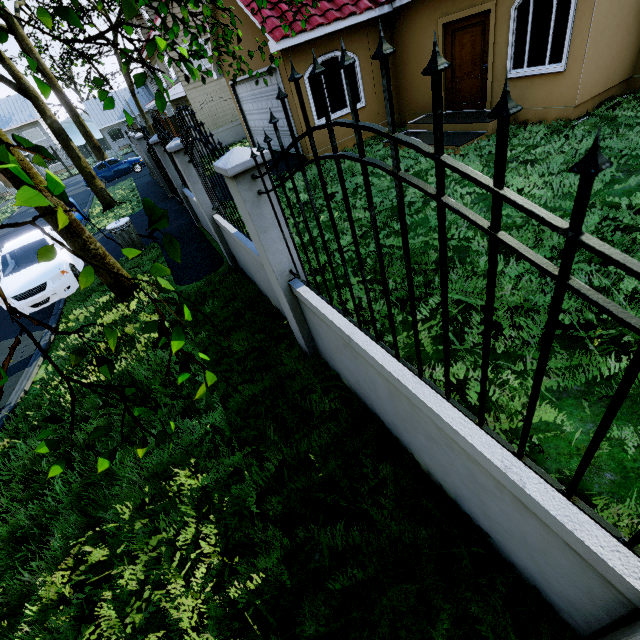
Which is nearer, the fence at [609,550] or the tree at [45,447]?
the fence at [609,550]

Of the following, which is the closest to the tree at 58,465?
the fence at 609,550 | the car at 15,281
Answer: the fence at 609,550

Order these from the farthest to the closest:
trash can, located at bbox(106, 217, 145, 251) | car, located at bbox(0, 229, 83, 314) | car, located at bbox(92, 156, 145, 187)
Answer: car, located at bbox(92, 156, 145, 187) → trash can, located at bbox(106, 217, 145, 251) → car, located at bbox(0, 229, 83, 314)

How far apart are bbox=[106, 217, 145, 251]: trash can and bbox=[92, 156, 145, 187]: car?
18.0m

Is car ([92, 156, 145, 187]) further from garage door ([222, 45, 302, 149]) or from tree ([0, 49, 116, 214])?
garage door ([222, 45, 302, 149])

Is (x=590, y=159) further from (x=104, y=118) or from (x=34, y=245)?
(x=104, y=118)

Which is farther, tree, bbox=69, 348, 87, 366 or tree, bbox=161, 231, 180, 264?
tree, bbox=69, 348, 87, 366

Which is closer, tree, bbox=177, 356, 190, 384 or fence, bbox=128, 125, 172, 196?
tree, bbox=177, 356, 190, 384
